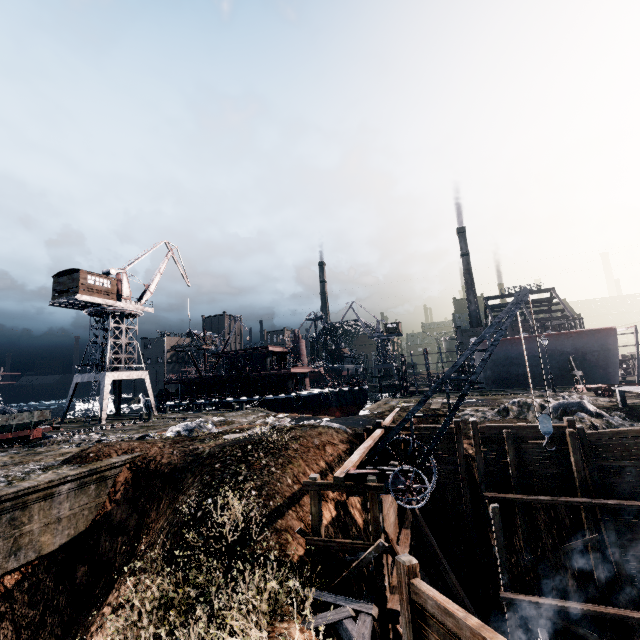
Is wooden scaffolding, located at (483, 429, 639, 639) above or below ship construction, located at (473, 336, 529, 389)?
below

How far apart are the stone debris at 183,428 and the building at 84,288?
23.3 meters

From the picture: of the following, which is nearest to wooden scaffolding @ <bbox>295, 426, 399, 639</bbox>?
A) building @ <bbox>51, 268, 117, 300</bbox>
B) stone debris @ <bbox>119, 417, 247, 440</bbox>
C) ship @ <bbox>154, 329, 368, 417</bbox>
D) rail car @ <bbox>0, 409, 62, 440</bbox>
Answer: stone debris @ <bbox>119, 417, 247, 440</bbox>

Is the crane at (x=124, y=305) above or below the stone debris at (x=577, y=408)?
above

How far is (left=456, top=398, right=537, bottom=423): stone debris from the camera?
22.9m

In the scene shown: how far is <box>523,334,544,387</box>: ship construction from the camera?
41.1 meters

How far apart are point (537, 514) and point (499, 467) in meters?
2.6 m

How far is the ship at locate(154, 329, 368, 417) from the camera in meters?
43.4 m
